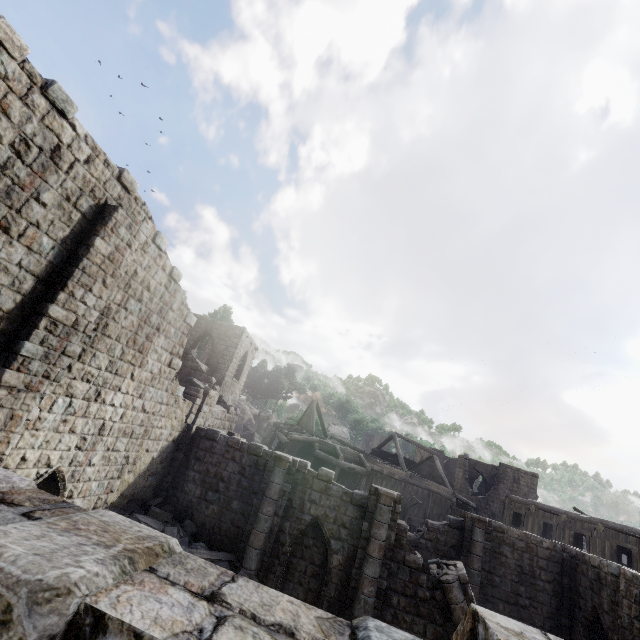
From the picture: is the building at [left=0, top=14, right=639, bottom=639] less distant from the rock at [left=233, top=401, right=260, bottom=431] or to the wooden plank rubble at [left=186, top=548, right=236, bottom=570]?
the wooden plank rubble at [left=186, top=548, right=236, bottom=570]

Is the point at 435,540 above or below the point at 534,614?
above

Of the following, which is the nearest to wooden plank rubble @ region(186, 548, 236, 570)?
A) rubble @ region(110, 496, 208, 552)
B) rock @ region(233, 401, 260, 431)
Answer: rubble @ region(110, 496, 208, 552)

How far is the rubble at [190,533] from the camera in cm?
1181

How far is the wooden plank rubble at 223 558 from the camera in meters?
12.0 m

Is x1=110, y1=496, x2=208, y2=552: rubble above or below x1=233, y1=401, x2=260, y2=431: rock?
below

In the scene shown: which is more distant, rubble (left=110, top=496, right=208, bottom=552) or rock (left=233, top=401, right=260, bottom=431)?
rock (left=233, top=401, right=260, bottom=431)

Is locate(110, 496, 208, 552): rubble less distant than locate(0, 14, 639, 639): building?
No
